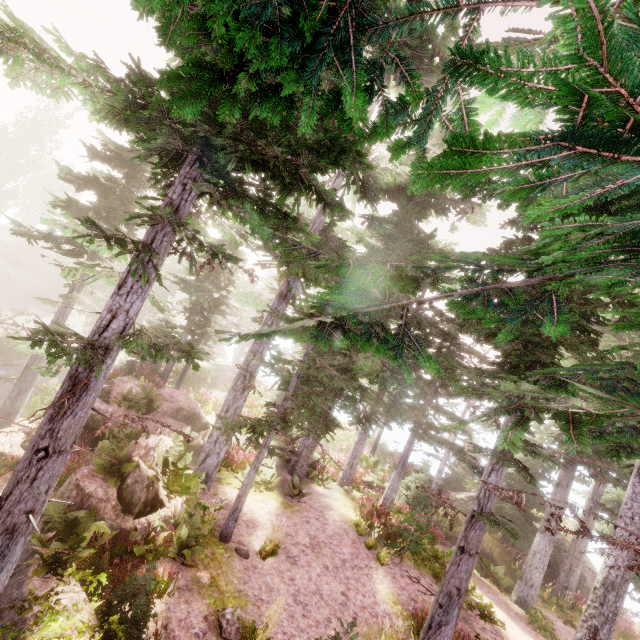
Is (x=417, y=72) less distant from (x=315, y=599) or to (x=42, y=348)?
(x=42, y=348)

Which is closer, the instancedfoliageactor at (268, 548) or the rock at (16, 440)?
the instancedfoliageactor at (268, 548)

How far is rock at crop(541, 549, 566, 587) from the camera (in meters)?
18.76

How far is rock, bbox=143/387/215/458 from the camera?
15.2m

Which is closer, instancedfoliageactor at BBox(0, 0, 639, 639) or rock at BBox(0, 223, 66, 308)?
instancedfoliageactor at BBox(0, 0, 639, 639)

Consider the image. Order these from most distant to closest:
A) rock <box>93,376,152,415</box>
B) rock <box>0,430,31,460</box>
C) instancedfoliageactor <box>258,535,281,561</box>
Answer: rock <box>93,376,152,415</box> → rock <box>0,430,31,460</box> → instancedfoliageactor <box>258,535,281,561</box>

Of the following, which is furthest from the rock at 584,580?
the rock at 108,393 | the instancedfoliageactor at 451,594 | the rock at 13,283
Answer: the rock at 13,283

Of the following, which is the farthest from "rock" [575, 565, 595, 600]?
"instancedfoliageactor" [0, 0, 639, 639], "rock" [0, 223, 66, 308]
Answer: "rock" [0, 223, 66, 308]
